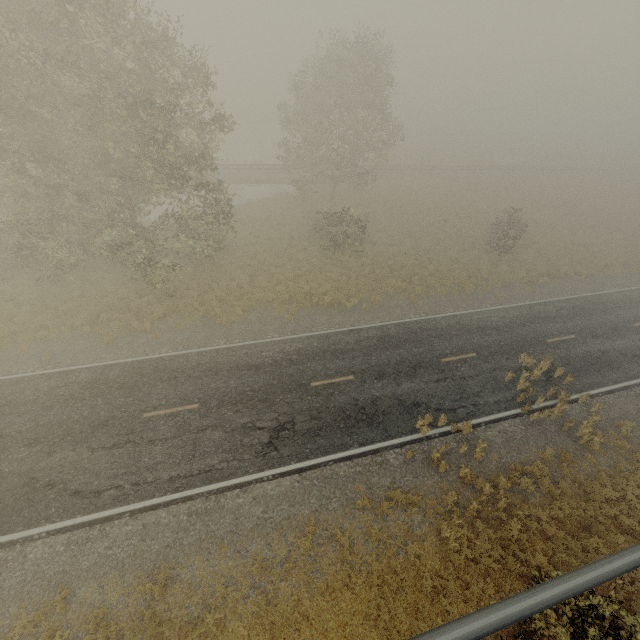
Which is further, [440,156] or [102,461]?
[440,156]
